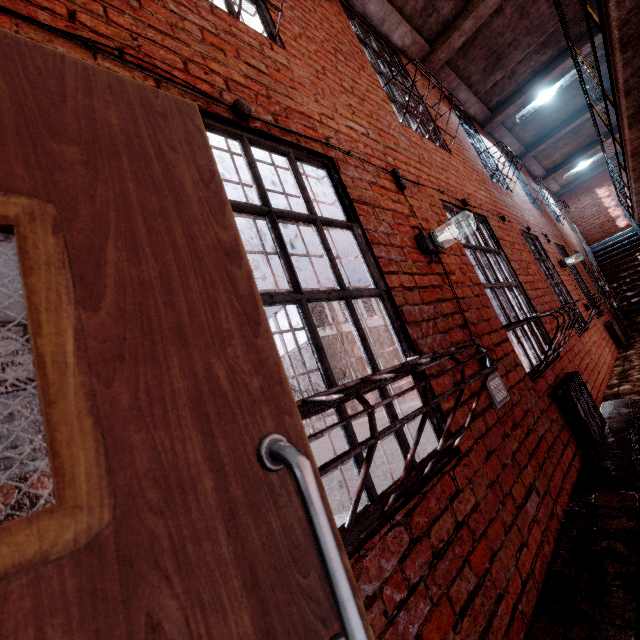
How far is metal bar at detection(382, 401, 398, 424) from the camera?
1.6m

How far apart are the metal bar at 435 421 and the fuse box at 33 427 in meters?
0.1 m

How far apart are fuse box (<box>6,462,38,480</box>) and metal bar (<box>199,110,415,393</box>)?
0.11m

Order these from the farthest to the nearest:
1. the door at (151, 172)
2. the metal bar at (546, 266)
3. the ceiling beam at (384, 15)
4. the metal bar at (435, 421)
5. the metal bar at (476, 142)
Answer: the metal bar at (476, 142) → the metal bar at (546, 266) → the ceiling beam at (384, 15) → the metal bar at (435, 421) → the door at (151, 172)

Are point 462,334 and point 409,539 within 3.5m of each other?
yes

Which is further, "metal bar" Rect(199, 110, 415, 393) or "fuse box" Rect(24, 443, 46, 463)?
"metal bar" Rect(199, 110, 415, 393)

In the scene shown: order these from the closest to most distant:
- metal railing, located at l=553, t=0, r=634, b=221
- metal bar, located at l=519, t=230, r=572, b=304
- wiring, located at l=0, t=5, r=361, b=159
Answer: wiring, located at l=0, t=5, r=361, b=159
metal railing, located at l=553, t=0, r=634, b=221
metal bar, located at l=519, t=230, r=572, b=304
